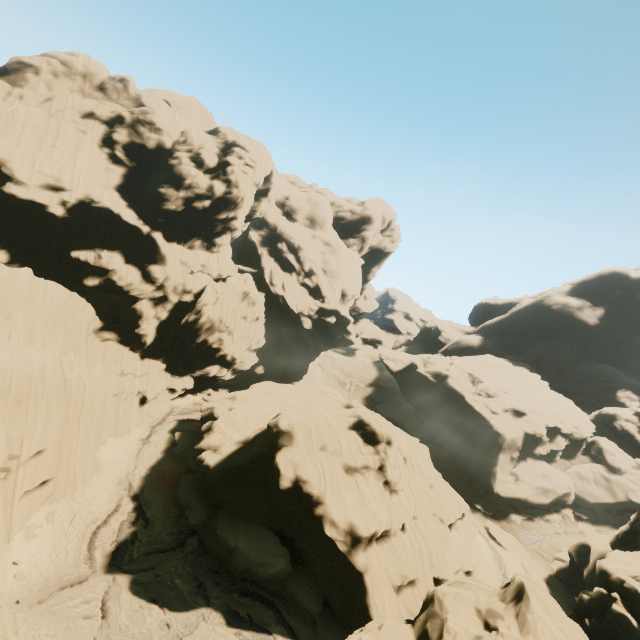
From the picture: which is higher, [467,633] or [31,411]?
[467,633]

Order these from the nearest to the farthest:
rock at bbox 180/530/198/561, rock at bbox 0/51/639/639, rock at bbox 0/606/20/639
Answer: rock at bbox 0/606/20/639 → rock at bbox 0/51/639/639 → rock at bbox 180/530/198/561

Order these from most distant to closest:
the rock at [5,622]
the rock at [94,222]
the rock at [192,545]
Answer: the rock at [192,545]
the rock at [94,222]
the rock at [5,622]

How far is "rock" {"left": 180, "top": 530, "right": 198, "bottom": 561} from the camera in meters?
23.7 m

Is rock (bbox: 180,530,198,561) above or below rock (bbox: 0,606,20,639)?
above

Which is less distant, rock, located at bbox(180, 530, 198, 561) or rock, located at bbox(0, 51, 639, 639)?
rock, located at bbox(0, 51, 639, 639)

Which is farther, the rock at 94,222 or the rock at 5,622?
the rock at 94,222
